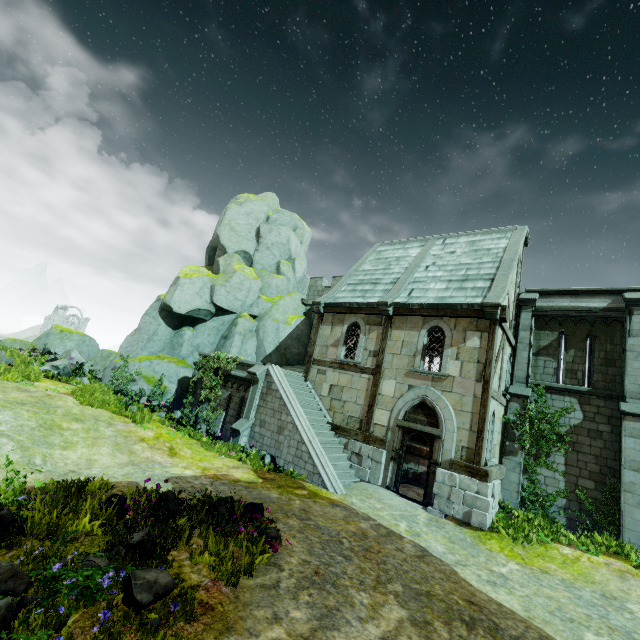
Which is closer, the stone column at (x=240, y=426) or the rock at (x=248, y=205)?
the stone column at (x=240, y=426)

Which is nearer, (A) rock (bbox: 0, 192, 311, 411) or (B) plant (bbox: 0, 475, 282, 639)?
(B) plant (bbox: 0, 475, 282, 639)

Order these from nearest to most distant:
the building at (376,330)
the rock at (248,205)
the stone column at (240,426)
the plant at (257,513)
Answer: the plant at (257,513) → the building at (376,330) → the stone column at (240,426) → the rock at (248,205)

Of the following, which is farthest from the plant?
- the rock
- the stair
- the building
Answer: the rock

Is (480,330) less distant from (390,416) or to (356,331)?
(390,416)

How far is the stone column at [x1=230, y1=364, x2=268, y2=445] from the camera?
13.5m

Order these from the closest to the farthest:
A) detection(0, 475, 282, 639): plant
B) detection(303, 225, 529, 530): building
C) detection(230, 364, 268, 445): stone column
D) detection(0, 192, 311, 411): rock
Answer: detection(0, 475, 282, 639): plant → detection(303, 225, 529, 530): building → detection(230, 364, 268, 445): stone column → detection(0, 192, 311, 411): rock

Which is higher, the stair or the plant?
the stair
